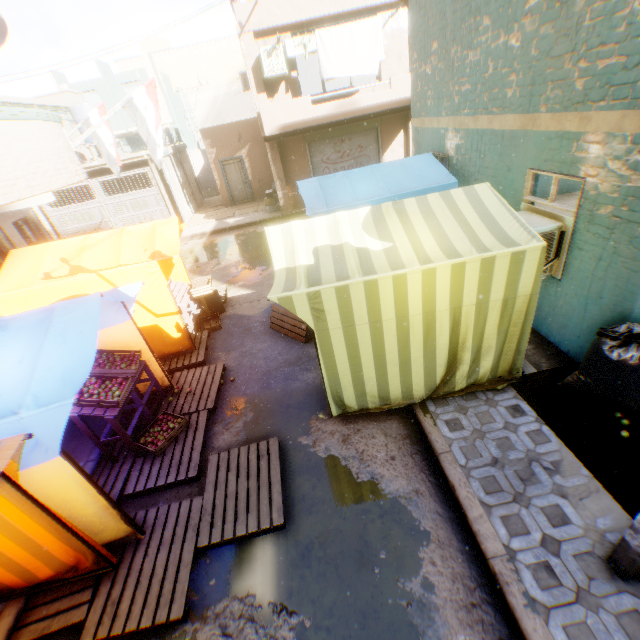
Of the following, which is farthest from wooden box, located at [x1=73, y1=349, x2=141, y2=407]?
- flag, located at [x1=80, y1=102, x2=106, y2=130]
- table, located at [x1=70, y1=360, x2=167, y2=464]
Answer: flag, located at [x1=80, y1=102, x2=106, y2=130]

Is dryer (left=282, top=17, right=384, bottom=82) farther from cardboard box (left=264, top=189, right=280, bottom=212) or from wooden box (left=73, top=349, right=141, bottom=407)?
wooden box (left=73, top=349, right=141, bottom=407)

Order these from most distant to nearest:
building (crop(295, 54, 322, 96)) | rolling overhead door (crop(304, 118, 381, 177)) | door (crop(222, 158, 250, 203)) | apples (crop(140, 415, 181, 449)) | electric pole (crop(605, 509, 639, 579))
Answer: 1. building (crop(295, 54, 322, 96))
2. door (crop(222, 158, 250, 203))
3. rolling overhead door (crop(304, 118, 381, 177))
4. apples (crop(140, 415, 181, 449))
5. electric pole (crop(605, 509, 639, 579))

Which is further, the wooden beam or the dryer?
the wooden beam

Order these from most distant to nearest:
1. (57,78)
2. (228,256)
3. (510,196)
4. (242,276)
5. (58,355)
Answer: (57,78) → (228,256) → (242,276) → (510,196) → (58,355)

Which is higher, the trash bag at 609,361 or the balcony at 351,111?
the balcony at 351,111

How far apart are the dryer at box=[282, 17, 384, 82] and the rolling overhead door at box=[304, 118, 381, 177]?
0.60m

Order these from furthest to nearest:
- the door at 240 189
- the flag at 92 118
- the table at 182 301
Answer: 1. the door at 240 189
2. the flag at 92 118
3. the table at 182 301
